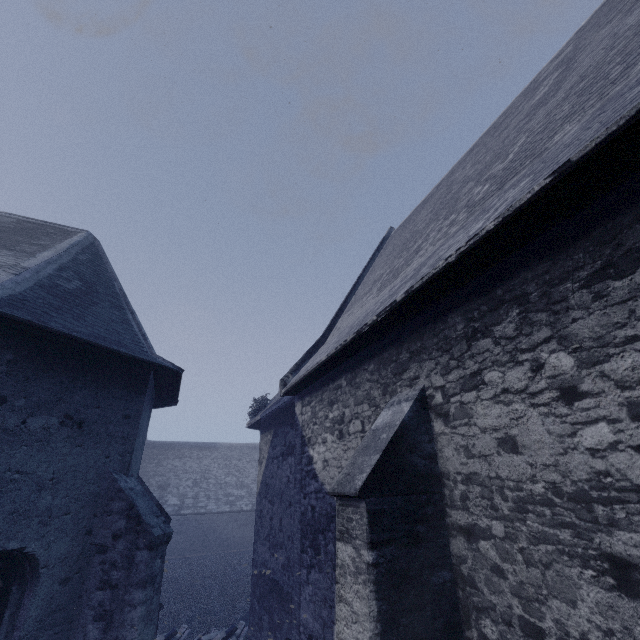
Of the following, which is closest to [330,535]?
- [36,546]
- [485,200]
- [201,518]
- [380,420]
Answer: [380,420]
